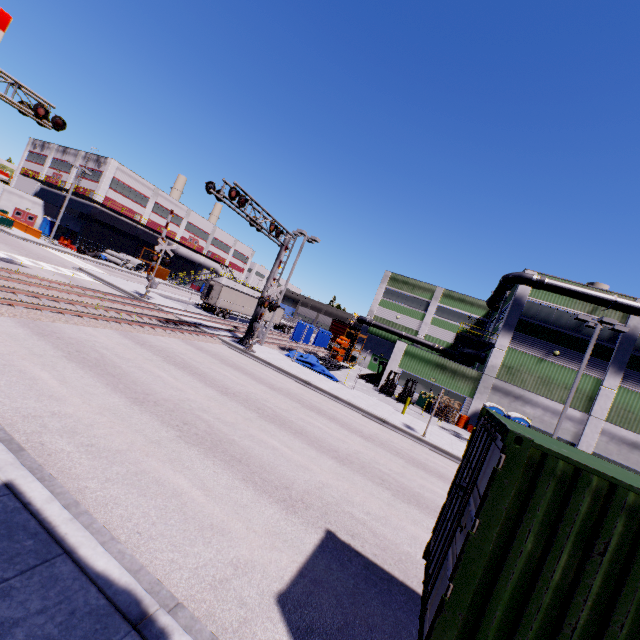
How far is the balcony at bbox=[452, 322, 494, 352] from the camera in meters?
29.1

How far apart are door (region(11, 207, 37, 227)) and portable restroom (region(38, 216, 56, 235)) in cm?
77

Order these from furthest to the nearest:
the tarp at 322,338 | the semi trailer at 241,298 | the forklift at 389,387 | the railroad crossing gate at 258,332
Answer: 1. the semi trailer at 241,298
2. the tarp at 322,338
3. the forklift at 389,387
4. the railroad crossing gate at 258,332

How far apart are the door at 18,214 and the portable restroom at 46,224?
0.8m

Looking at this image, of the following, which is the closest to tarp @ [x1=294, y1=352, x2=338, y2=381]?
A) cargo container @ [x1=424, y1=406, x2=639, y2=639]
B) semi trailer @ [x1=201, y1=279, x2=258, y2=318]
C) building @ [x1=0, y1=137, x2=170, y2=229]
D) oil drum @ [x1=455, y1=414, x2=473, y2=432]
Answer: semi trailer @ [x1=201, y1=279, x2=258, y2=318]

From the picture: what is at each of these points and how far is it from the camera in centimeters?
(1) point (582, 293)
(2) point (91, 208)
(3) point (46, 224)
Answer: (1) pipe, 2539cm
(2) building, 4934cm
(3) portable restroom, 5025cm

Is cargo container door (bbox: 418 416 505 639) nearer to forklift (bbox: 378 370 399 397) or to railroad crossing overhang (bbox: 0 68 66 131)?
railroad crossing overhang (bbox: 0 68 66 131)

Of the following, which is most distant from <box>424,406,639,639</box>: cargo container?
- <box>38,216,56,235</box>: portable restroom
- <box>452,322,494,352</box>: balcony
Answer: <box>38,216,56,235</box>: portable restroom
